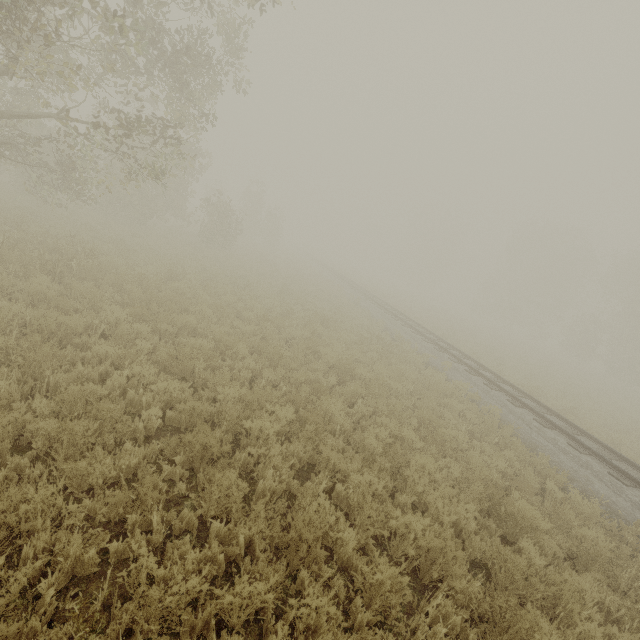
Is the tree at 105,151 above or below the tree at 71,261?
above

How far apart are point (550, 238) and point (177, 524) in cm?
5618

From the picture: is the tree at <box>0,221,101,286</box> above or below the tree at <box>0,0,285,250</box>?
below

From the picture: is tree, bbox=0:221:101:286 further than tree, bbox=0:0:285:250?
Yes

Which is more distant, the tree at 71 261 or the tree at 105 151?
the tree at 71 261
